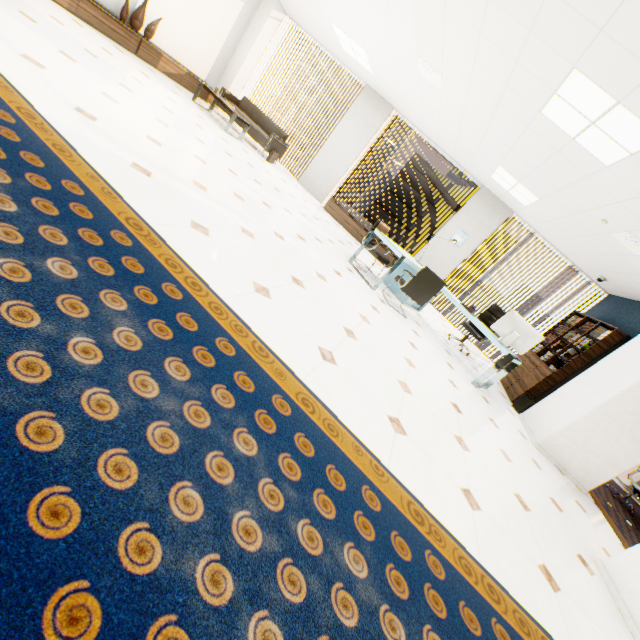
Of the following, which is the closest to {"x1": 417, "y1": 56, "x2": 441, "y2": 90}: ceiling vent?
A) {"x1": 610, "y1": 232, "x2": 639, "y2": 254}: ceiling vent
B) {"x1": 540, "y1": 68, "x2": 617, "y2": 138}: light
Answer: {"x1": 540, "y1": 68, "x2": 617, "y2": 138}: light

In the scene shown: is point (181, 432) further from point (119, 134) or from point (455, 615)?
point (119, 134)

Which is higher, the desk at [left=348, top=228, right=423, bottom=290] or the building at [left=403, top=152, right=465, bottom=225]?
the building at [left=403, top=152, right=465, bottom=225]

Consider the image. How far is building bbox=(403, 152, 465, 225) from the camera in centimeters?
5819cm

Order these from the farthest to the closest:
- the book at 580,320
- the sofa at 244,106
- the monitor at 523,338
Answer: the sofa at 244,106 < the book at 580,320 < the monitor at 523,338

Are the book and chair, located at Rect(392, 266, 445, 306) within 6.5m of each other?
yes

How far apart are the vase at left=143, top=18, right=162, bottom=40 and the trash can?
10.52m

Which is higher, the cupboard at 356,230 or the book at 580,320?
the book at 580,320
